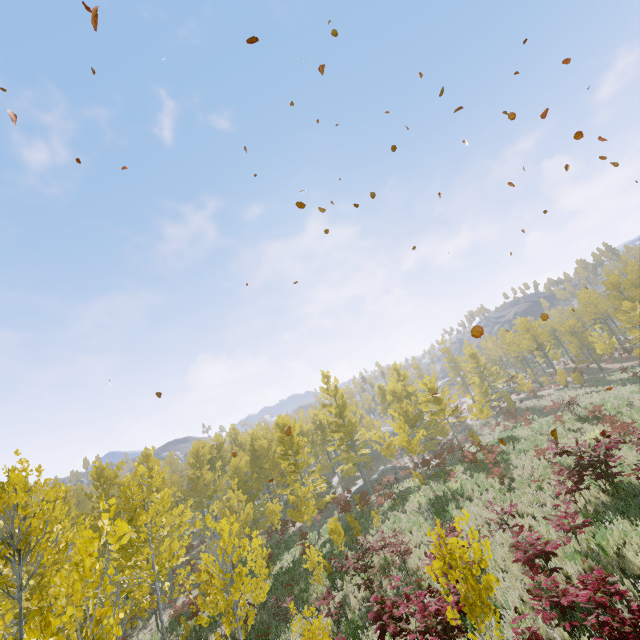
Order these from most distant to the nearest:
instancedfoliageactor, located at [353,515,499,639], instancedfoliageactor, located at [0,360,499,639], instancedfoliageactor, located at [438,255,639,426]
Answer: instancedfoliageactor, located at [438,255,639,426], instancedfoliageactor, located at [0,360,499,639], instancedfoliageactor, located at [353,515,499,639]

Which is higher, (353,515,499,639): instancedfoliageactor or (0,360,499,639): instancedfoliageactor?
(0,360,499,639): instancedfoliageactor

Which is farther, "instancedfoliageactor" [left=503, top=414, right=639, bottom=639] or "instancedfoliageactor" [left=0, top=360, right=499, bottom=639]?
"instancedfoliageactor" [left=0, top=360, right=499, bottom=639]

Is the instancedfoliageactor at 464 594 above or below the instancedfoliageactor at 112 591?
below

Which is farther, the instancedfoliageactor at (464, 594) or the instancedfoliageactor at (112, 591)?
the instancedfoliageactor at (112, 591)

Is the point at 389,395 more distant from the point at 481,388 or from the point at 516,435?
the point at 481,388
